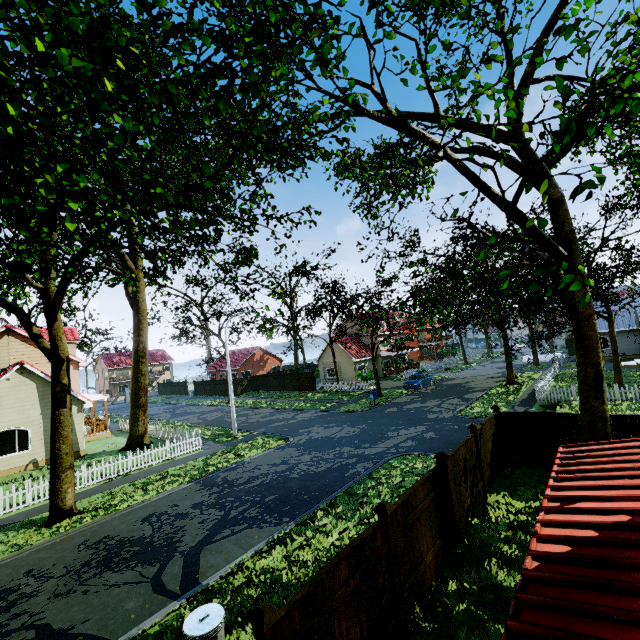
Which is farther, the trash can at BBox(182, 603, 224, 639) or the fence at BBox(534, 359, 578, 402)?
the fence at BBox(534, 359, 578, 402)

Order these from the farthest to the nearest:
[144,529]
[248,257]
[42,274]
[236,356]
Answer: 1. [236,356]
2. [248,257]
3. [42,274]
4. [144,529]

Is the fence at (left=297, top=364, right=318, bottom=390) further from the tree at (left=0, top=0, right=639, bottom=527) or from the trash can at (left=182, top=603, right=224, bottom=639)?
the trash can at (left=182, top=603, right=224, bottom=639)

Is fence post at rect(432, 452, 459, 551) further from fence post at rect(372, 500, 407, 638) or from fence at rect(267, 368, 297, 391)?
fence post at rect(372, 500, 407, 638)

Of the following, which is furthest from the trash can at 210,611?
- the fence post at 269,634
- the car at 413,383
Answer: the car at 413,383

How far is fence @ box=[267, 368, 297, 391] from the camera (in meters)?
41.97

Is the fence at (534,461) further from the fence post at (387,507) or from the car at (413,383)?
the car at (413,383)

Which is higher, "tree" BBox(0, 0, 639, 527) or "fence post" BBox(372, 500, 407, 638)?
"tree" BBox(0, 0, 639, 527)
